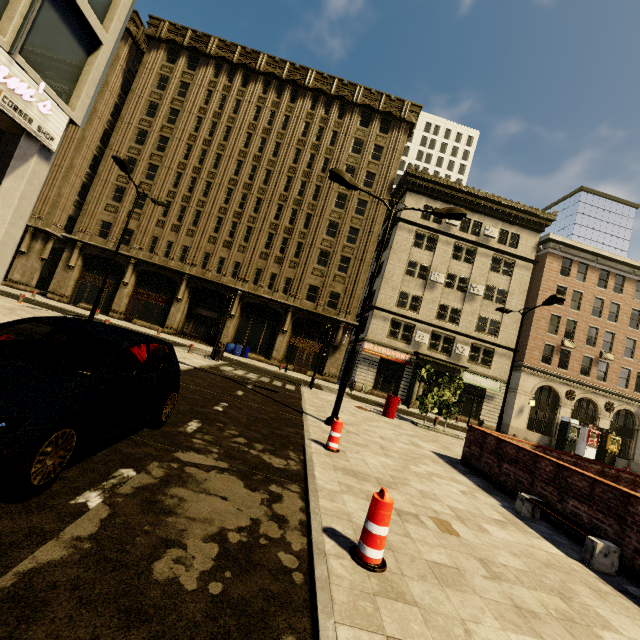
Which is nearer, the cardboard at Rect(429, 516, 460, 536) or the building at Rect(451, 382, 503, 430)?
the cardboard at Rect(429, 516, 460, 536)

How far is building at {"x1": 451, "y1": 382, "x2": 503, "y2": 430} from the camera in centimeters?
2973cm

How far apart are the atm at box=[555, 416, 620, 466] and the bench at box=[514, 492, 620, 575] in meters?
30.5

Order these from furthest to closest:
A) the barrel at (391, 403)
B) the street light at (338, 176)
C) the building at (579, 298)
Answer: the building at (579, 298), the barrel at (391, 403), the street light at (338, 176)

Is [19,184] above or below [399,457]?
above

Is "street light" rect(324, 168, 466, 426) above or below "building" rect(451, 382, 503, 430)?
above

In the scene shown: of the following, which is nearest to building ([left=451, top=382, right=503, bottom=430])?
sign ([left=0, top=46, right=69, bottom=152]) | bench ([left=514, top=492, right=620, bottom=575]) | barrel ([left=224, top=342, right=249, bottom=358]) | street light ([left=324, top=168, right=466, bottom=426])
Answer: sign ([left=0, top=46, right=69, bottom=152])

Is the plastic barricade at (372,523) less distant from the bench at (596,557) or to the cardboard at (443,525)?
the cardboard at (443,525)
